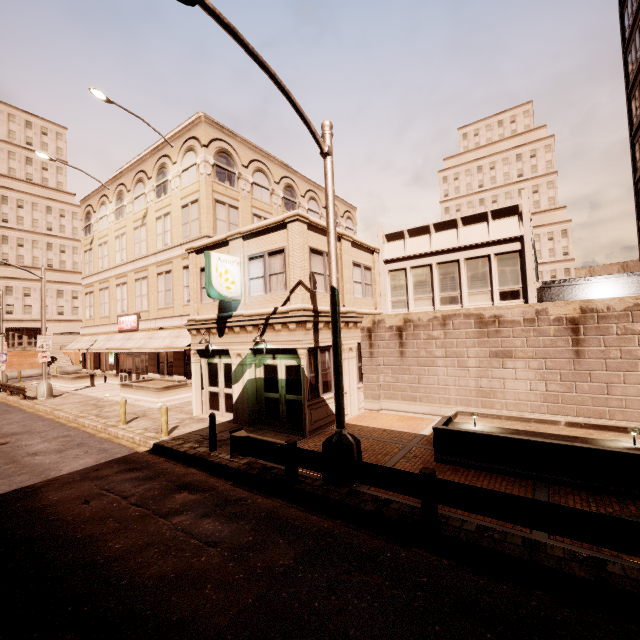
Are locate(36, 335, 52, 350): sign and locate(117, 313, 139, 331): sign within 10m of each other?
yes

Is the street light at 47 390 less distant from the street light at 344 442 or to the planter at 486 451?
the street light at 344 442

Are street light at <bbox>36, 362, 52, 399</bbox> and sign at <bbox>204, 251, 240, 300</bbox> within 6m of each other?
no

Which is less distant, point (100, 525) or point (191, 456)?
point (100, 525)

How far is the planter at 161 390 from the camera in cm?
1912

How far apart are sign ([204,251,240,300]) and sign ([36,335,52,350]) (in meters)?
17.86

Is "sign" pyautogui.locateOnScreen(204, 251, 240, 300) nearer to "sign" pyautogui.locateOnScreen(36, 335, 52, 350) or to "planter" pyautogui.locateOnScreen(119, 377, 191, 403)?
"planter" pyautogui.locateOnScreen(119, 377, 191, 403)

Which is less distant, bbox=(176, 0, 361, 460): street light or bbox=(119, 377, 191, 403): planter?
bbox=(176, 0, 361, 460): street light
